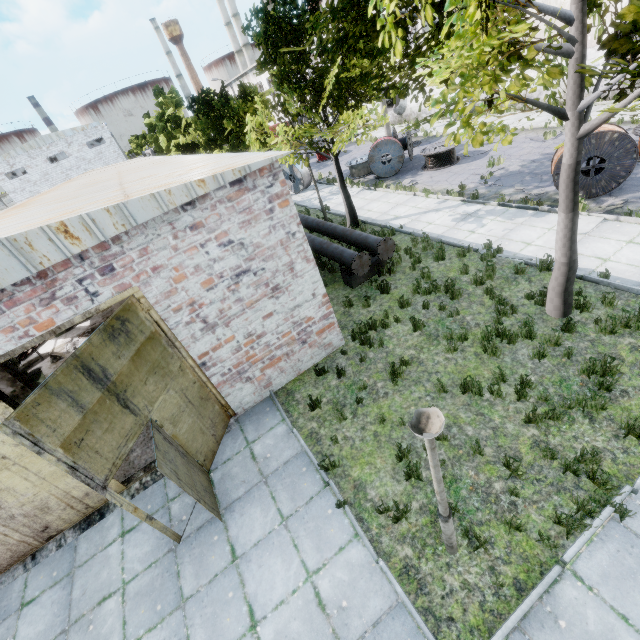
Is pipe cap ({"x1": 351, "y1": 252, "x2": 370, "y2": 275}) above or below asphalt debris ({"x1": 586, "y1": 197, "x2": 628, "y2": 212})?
above

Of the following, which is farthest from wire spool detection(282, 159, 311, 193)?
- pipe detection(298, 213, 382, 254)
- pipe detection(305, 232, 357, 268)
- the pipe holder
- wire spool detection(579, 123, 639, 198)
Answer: wire spool detection(579, 123, 639, 198)

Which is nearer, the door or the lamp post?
the lamp post

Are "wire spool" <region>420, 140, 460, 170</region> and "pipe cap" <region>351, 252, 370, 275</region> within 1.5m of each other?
no

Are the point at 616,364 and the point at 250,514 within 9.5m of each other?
yes

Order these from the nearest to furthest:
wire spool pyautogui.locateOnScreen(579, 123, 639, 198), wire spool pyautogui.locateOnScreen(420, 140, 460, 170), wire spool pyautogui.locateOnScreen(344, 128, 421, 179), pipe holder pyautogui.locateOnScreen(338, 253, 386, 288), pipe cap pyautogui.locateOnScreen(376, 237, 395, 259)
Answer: wire spool pyautogui.locateOnScreen(579, 123, 639, 198), pipe cap pyautogui.locateOnScreen(376, 237, 395, 259), pipe holder pyautogui.locateOnScreen(338, 253, 386, 288), wire spool pyautogui.locateOnScreen(420, 140, 460, 170), wire spool pyautogui.locateOnScreen(344, 128, 421, 179)

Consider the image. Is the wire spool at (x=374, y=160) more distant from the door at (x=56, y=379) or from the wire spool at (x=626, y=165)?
the door at (x=56, y=379)

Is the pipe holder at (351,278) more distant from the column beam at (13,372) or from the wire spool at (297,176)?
the wire spool at (297,176)
